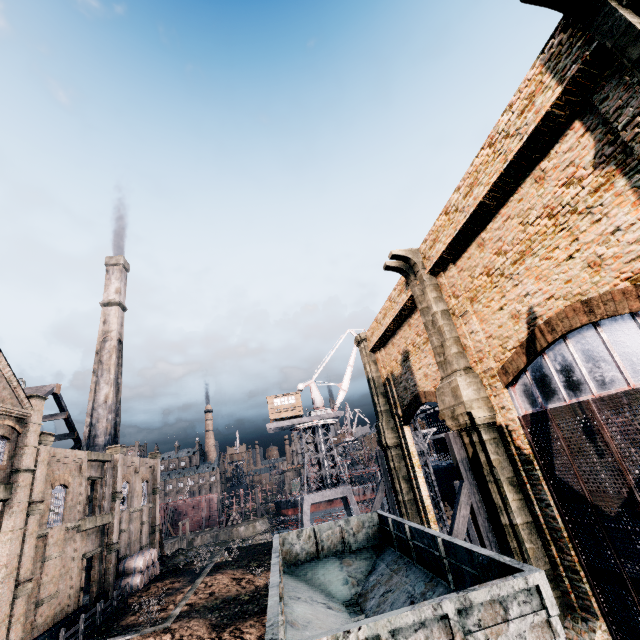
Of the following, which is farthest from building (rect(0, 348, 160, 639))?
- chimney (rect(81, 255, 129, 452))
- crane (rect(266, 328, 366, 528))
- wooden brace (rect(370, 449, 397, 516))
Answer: wooden brace (rect(370, 449, 397, 516))

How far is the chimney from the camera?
40.8m

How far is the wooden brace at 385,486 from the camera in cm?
2392

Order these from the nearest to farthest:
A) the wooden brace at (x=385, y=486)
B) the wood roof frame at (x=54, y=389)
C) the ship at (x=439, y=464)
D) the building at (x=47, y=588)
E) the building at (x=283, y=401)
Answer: the building at (x=47, y=588), the wooden brace at (x=385, y=486), the ship at (x=439, y=464), the wood roof frame at (x=54, y=389), the building at (x=283, y=401)

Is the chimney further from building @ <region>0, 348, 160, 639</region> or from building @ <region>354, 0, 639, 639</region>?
building @ <region>0, 348, 160, 639</region>

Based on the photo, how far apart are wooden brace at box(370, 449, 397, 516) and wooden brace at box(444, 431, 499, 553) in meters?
11.7 m

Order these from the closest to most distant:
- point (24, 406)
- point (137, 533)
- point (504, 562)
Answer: point (504, 562) < point (24, 406) < point (137, 533)

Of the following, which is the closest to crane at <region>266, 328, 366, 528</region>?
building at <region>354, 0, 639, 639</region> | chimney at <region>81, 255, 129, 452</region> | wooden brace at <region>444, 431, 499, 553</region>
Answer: building at <region>354, 0, 639, 639</region>
